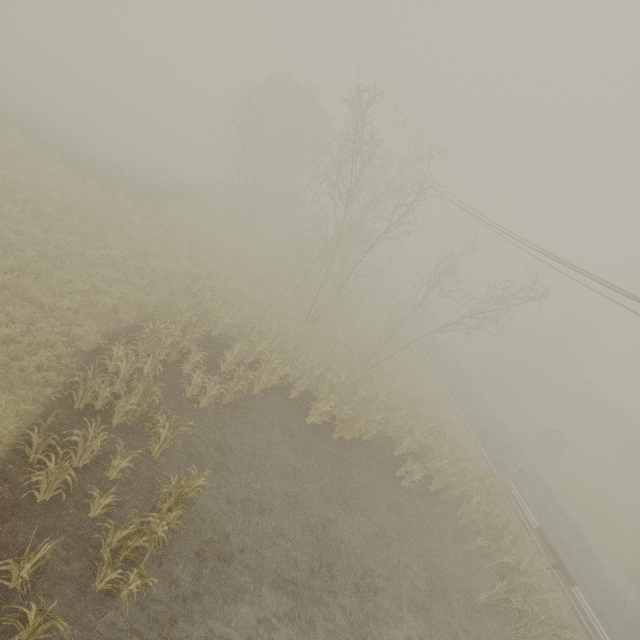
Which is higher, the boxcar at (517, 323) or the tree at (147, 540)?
the boxcar at (517, 323)

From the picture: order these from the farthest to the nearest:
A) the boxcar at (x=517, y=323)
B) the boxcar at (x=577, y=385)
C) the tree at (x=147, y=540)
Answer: the boxcar at (x=517, y=323), the boxcar at (x=577, y=385), the tree at (x=147, y=540)

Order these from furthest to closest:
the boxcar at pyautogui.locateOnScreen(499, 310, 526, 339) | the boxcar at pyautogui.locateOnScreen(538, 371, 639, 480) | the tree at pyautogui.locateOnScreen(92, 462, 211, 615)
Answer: the boxcar at pyautogui.locateOnScreen(499, 310, 526, 339)
the boxcar at pyautogui.locateOnScreen(538, 371, 639, 480)
the tree at pyautogui.locateOnScreen(92, 462, 211, 615)

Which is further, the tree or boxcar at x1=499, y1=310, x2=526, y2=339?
boxcar at x1=499, y1=310, x2=526, y2=339

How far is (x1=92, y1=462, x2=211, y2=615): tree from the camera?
6.2m

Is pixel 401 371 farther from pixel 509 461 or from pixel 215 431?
pixel 215 431

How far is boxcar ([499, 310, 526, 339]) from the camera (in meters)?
51.12
